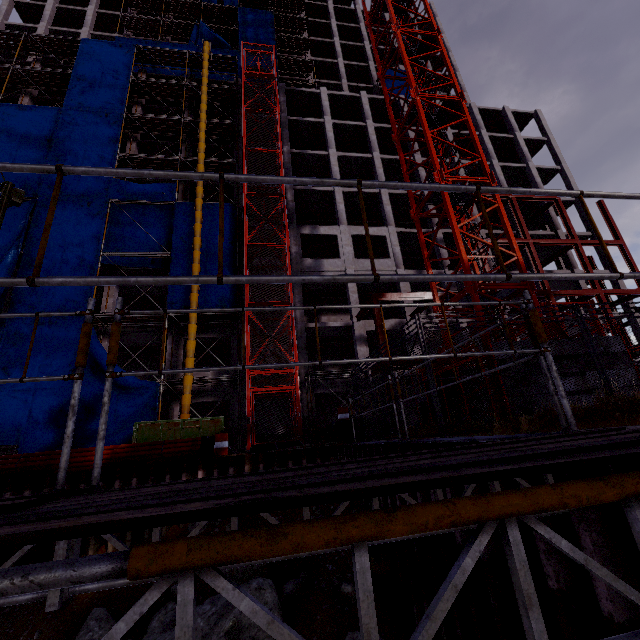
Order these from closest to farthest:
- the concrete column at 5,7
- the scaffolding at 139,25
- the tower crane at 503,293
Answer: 1. the tower crane at 503,293
2. the concrete column at 5,7
3. the scaffolding at 139,25

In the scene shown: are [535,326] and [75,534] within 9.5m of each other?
yes

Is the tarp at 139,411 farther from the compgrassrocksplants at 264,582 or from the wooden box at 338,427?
the compgrassrocksplants at 264,582

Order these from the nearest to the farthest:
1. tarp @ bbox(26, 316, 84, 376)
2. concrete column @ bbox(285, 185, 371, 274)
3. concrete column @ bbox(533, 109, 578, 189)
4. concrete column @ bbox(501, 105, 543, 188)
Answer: tarp @ bbox(26, 316, 84, 376)
concrete column @ bbox(285, 185, 371, 274)
concrete column @ bbox(501, 105, 543, 188)
concrete column @ bbox(533, 109, 578, 189)

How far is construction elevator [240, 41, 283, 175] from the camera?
22.8 meters

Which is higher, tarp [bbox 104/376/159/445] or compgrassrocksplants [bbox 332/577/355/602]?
tarp [bbox 104/376/159/445]

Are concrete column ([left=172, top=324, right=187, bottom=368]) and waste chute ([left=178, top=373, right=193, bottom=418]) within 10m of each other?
yes

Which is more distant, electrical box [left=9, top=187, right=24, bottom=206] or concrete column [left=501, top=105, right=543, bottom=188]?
concrete column [left=501, top=105, right=543, bottom=188]
